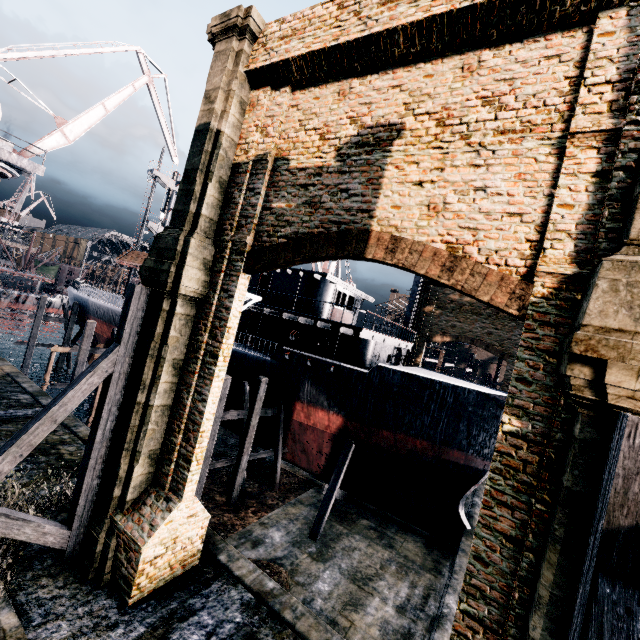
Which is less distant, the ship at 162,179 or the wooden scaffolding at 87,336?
the wooden scaffolding at 87,336

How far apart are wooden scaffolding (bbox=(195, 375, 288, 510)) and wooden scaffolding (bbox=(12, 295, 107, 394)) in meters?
23.5 m

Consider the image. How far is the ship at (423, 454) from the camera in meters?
17.7

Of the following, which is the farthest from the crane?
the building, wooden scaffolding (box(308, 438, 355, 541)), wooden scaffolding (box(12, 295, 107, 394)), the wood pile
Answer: wooden scaffolding (box(308, 438, 355, 541))

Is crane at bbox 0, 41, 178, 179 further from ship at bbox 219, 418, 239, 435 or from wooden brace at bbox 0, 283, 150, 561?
wooden brace at bbox 0, 283, 150, 561

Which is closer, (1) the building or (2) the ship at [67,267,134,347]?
(1) the building

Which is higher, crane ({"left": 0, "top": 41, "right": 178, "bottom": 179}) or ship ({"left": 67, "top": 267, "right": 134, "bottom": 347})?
crane ({"left": 0, "top": 41, "right": 178, "bottom": 179})

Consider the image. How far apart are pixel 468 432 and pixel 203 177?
17.91m
